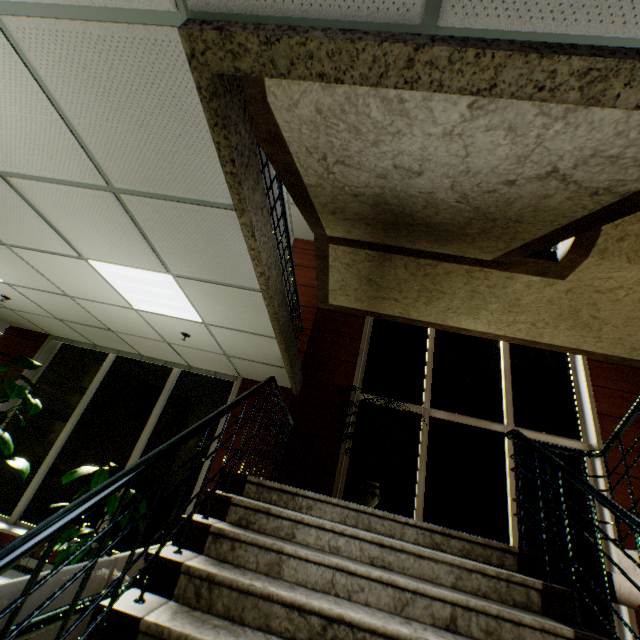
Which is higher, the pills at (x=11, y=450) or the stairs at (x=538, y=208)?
the stairs at (x=538, y=208)

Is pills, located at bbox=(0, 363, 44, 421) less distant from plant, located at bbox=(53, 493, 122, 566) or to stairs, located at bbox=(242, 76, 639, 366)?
plant, located at bbox=(53, 493, 122, 566)

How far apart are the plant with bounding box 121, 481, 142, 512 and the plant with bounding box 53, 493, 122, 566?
0.3m

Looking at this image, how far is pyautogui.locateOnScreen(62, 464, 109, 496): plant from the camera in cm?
411

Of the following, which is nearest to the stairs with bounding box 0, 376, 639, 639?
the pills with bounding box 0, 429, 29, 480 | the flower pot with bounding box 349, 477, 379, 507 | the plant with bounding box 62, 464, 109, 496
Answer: the flower pot with bounding box 349, 477, 379, 507

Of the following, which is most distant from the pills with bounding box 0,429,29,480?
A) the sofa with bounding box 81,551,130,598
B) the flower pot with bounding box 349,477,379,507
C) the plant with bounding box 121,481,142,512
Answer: the flower pot with bounding box 349,477,379,507

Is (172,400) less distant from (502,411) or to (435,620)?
(435,620)

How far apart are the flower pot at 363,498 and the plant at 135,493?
3.0m
